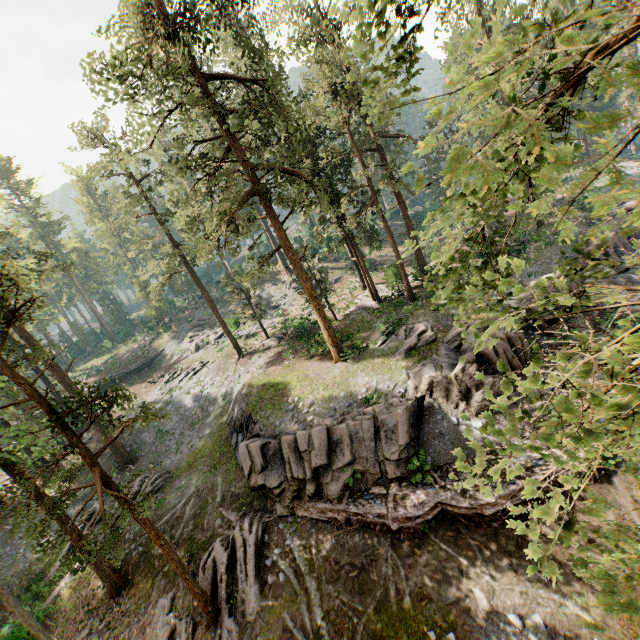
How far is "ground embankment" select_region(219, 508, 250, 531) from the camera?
17.9m

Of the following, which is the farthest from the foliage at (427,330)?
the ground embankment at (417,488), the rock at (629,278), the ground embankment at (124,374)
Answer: the ground embankment at (124,374)

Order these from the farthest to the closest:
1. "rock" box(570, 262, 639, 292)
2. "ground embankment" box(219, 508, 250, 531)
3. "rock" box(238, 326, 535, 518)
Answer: "rock" box(570, 262, 639, 292) < "ground embankment" box(219, 508, 250, 531) < "rock" box(238, 326, 535, 518)

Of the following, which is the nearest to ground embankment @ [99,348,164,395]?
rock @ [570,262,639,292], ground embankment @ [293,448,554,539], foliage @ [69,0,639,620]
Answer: foliage @ [69,0,639,620]

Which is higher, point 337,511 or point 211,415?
point 211,415

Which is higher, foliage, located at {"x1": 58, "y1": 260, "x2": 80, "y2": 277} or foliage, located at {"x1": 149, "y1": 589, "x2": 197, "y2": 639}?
foliage, located at {"x1": 58, "y1": 260, "x2": 80, "y2": 277}

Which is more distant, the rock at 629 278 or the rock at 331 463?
the rock at 629 278
